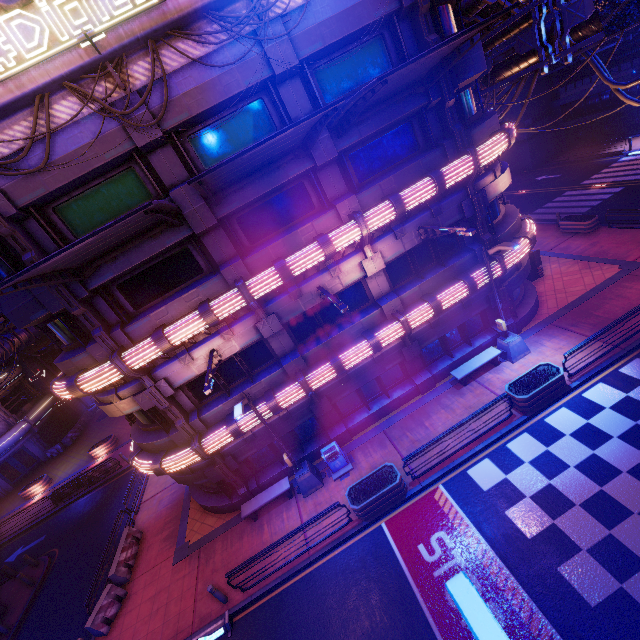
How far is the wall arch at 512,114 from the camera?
35.8m

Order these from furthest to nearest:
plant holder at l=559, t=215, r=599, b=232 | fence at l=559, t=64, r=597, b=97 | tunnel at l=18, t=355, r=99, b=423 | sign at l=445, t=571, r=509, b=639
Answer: tunnel at l=18, t=355, r=99, b=423 < fence at l=559, t=64, r=597, b=97 < plant holder at l=559, t=215, r=599, b=232 < sign at l=445, t=571, r=509, b=639

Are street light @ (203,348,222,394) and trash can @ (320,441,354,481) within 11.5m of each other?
yes

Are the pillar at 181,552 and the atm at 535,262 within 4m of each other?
no

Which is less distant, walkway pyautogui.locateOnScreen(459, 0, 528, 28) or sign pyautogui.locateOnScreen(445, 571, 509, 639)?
sign pyautogui.locateOnScreen(445, 571, 509, 639)

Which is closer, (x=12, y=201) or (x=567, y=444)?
(x=12, y=201)

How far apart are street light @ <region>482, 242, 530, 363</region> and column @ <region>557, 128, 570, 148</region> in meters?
35.6 m

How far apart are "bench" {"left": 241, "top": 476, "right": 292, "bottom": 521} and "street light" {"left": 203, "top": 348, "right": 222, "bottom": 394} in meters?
6.4 m
